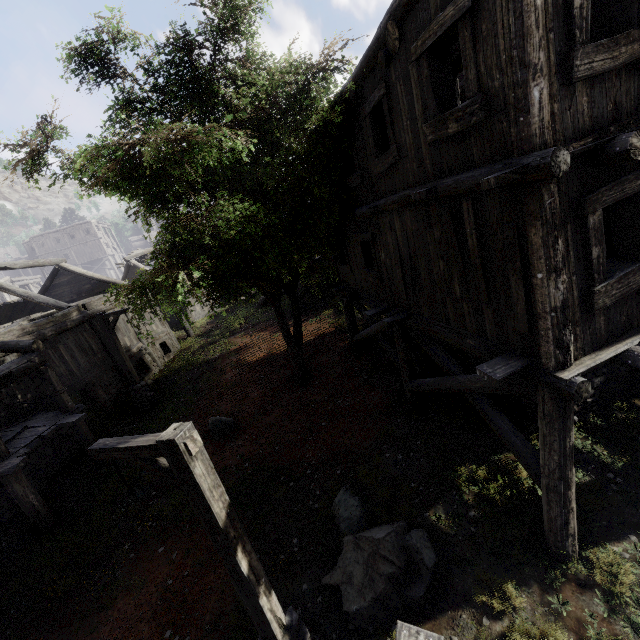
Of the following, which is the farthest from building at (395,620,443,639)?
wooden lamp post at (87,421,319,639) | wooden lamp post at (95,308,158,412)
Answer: wooden lamp post at (87,421,319,639)

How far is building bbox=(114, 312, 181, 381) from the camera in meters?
17.3 m

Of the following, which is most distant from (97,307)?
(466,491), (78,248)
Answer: (78,248)

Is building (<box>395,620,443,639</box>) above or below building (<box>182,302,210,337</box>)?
above

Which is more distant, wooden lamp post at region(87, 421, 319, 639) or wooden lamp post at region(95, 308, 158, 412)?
wooden lamp post at region(95, 308, 158, 412)

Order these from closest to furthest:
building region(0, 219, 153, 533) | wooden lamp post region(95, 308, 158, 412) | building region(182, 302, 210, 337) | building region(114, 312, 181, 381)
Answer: building region(0, 219, 153, 533) → wooden lamp post region(95, 308, 158, 412) → building region(114, 312, 181, 381) → building region(182, 302, 210, 337)

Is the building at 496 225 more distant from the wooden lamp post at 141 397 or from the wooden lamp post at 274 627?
the wooden lamp post at 274 627
